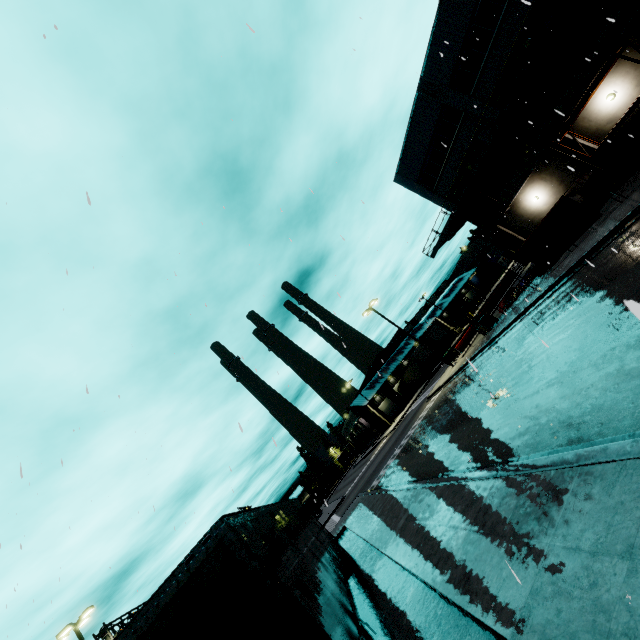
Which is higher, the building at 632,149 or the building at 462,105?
the building at 462,105

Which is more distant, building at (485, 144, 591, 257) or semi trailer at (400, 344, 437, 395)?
semi trailer at (400, 344, 437, 395)

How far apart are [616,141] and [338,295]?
24.50m

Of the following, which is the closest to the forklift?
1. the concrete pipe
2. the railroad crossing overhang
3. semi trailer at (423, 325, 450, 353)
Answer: semi trailer at (423, 325, 450, 353)

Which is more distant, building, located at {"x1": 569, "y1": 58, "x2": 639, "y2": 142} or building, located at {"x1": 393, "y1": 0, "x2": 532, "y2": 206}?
building, located at {"x1": 393, "y1": 0, "x2": 532, "y2": 206}

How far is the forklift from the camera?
25.1m

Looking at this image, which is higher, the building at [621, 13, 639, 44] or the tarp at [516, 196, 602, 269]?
the building at [621, 13, 639, 44]

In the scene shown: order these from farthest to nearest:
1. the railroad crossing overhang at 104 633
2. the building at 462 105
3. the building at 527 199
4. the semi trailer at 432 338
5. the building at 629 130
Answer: the semi trailer at 432 338
the railroad crossing overhang at 104 633
the building at 527 199
the building at 462 105
the building at 629 130
